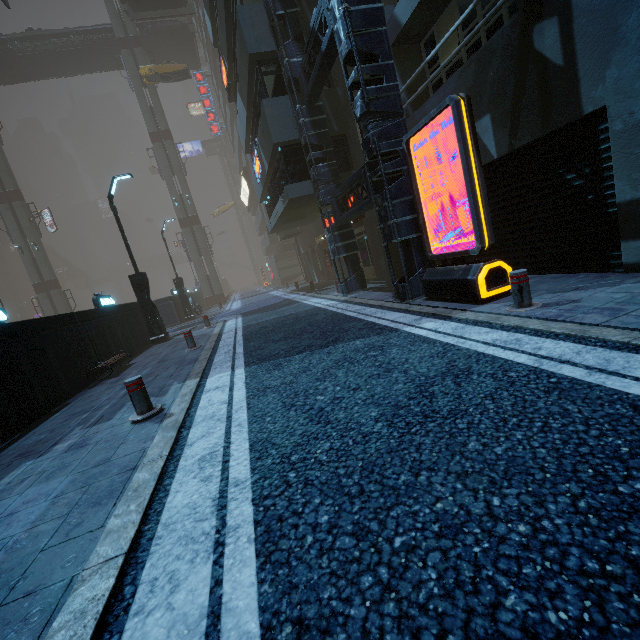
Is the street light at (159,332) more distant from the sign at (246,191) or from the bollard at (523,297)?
the sign at (246,191)

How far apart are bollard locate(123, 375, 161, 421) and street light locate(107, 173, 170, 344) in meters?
9.4 m

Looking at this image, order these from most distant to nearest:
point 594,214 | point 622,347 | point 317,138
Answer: point 317,138 < point 594,214 < point 622,347

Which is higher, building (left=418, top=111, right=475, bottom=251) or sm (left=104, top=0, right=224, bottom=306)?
sm (left=104, top=0, right=224, bottom=306)

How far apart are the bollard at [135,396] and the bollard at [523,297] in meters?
5.4

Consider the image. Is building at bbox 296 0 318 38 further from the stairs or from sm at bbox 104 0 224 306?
the stairs

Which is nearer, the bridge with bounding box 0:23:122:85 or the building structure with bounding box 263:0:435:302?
the building structure with bounding box 263:0:435:302

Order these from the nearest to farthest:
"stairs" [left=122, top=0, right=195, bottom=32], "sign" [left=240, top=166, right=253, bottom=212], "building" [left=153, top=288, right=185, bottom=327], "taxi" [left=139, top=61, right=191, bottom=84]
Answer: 1. "building" [left=153, top=288, right=185, bottom=327]
2. "stairs" [left=122, top=0, right=195, bottom=32]
3. "taxi" [left=139, top=61, right=191, bottom=84]
4. "sign" [left=240, top=166, right=253, bottom=212]
